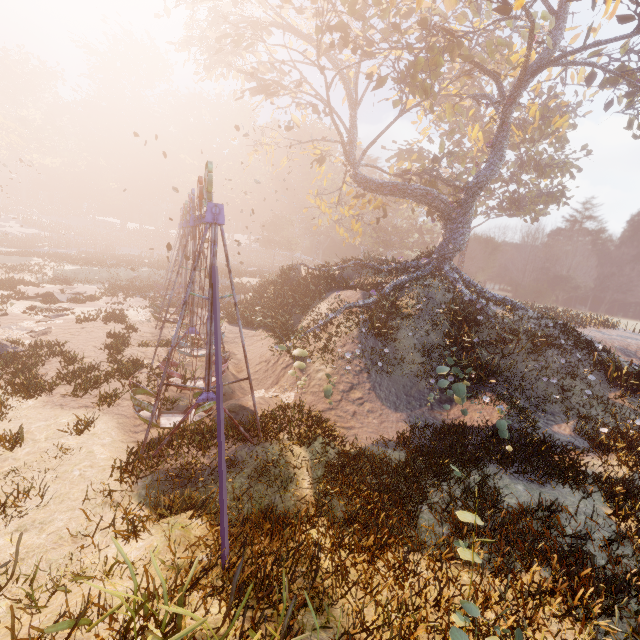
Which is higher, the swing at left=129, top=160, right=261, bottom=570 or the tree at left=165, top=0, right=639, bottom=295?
the tree at left=165, top=0, right=639, bottom=295

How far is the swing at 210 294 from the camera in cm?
624

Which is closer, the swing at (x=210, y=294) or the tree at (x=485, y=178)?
the swing at (x=210, y=294)

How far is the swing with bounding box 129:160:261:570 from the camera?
6.24m

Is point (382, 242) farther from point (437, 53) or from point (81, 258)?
point (81, 258)

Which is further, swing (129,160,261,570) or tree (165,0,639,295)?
tree (165,0,639,295)
